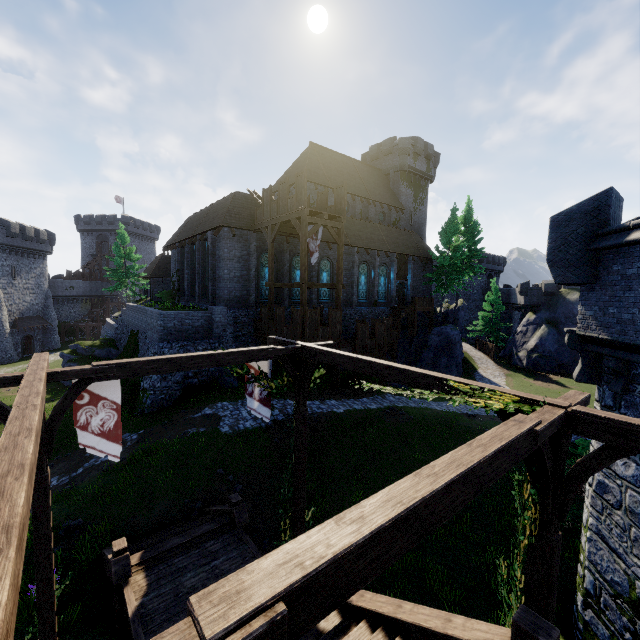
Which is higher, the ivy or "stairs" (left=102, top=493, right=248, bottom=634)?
the ivy

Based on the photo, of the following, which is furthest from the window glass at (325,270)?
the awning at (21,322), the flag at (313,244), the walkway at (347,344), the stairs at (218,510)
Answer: the awning at (21,322)

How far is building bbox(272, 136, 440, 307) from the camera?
31.3 meters

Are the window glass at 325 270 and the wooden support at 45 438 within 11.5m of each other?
no

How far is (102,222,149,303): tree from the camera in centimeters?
3481cm

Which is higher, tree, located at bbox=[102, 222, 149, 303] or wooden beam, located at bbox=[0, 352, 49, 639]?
tree, located at bbox=[102, 222, 149, 303]

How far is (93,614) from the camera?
8.1 meters

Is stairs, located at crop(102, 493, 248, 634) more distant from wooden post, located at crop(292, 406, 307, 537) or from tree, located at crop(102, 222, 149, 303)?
tree, located at crop(102, 222, 149, 303)
